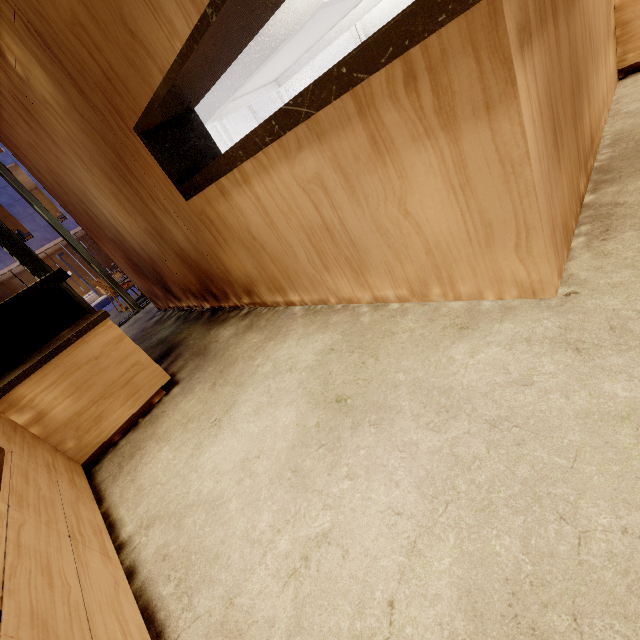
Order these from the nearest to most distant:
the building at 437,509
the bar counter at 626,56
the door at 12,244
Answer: the building at 437,509
the bar counter at 626,56
the door at 12,244

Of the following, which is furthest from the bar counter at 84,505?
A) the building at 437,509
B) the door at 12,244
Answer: the door at 12,244

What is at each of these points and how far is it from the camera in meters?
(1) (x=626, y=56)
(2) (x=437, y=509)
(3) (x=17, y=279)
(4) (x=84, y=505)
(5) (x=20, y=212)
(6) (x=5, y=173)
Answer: (1) bar counter, 2.9 m
(2) building, 1.0 m
(3) building, 22.5 m
(4) bar counter, 1.6 m
(5) building, 17.5 m
(6) window frame, 4.9 m

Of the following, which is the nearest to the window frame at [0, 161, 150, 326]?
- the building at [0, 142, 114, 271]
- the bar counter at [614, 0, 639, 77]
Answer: the bar counter at [614, 0, 639, 77]

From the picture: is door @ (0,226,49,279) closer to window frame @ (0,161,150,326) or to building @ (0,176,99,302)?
window frame @ (0,161,150,326)

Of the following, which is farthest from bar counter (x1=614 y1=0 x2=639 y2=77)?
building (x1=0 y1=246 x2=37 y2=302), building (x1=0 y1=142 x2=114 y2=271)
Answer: building (x1=0 y1=246 x2=37 y2=302)

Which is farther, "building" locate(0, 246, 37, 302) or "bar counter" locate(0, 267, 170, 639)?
"building" locate(0, 246, 37, 302)

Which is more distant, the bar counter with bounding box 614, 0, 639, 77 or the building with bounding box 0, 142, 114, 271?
the building with bounding box 0, 142, 114, 271
